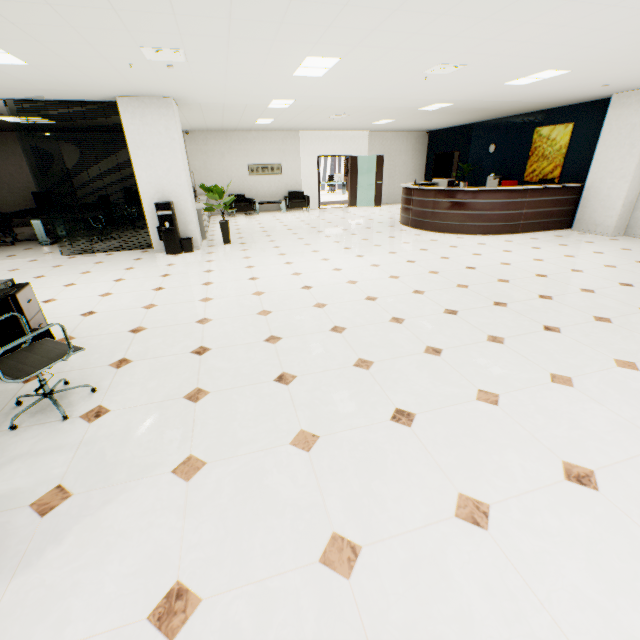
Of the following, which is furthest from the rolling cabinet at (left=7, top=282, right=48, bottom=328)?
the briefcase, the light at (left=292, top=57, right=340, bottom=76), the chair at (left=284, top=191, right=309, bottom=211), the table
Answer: the chair at (left=284, top=191, right=309, bottom=211)

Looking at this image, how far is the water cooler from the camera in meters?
6.8 m

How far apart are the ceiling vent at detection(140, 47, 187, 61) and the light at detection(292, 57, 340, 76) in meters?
1.5

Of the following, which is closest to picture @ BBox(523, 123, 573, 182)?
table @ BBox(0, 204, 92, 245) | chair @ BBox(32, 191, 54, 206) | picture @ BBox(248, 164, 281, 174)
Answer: picture @ BBox(248, 164, 281, 174)

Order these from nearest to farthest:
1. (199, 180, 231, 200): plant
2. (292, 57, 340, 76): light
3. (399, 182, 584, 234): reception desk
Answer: (292, 57, 340, 76): light < (199, 180, 231, 200): plant < (399, 182, 584, 234): reception desk

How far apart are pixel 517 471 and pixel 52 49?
6.18m

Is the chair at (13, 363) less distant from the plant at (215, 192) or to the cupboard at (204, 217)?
the plant at (215, 192)

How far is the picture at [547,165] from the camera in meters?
8.8
